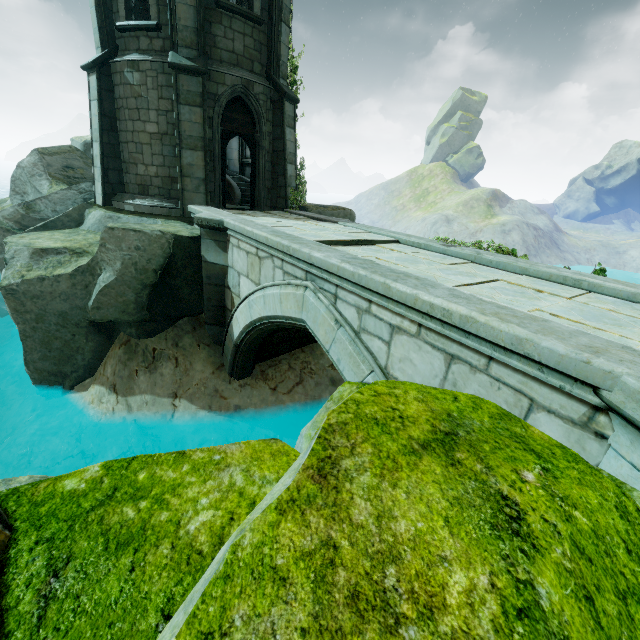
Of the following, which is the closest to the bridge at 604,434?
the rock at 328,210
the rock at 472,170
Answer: the rock at 328,210

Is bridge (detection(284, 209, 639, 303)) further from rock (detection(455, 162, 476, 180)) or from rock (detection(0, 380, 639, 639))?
rock (detection(455, 162, 476, 180))

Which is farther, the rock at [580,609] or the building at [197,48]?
the building at [197,48]

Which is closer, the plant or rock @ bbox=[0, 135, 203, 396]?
rock @ bbox=[0, 135, 203, 396]

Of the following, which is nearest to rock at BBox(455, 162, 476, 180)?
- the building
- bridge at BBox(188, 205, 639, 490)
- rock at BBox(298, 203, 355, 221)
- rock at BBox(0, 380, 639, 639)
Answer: rock at BBox(298, 203, 355, 221)

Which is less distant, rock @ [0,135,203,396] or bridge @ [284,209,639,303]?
bridge @ [284,209,639,303]

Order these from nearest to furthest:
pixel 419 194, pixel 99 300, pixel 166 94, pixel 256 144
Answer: pixel 99 300
pixel 166 94
pixel 256 144
pixel 419 194

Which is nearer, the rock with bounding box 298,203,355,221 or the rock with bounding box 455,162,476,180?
the rock with bounding box 298,203,355,221
